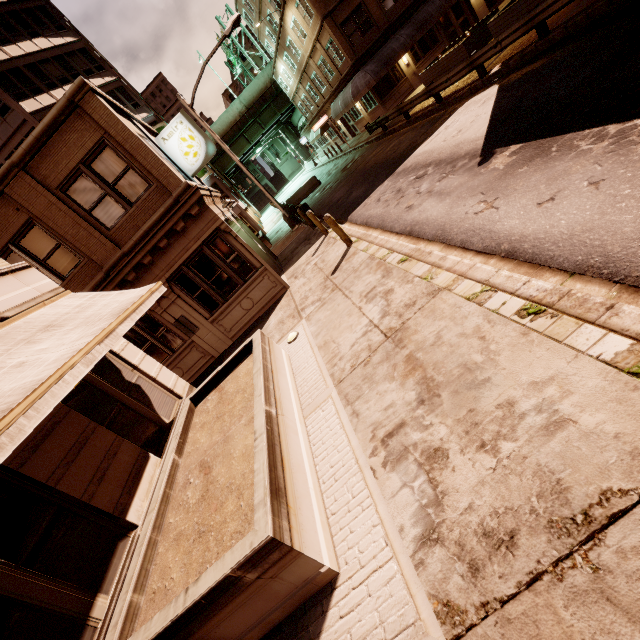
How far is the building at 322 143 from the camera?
39.35m

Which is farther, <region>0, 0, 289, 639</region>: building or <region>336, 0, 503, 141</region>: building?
<region>336, 0, 503, 141</region>: building

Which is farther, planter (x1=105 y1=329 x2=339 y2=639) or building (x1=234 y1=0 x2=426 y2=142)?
building (x1=234 y1=0 x2=426 y2=142)

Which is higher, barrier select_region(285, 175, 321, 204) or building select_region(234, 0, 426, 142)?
building select_region(234, 0, 426, 142)

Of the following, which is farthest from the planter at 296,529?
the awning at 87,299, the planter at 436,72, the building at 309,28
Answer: the building at 309,28

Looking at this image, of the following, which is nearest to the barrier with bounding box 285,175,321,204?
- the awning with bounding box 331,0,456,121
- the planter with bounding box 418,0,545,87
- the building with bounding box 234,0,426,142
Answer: the awning with bounding box 331,0,456,121

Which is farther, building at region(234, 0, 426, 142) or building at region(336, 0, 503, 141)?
building at region(336, 0, 503, 141)

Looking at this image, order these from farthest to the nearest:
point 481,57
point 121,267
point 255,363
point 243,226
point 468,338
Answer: point 243,226 → point 481,57 → point 121,267 → point 255,363 → point 468,338
